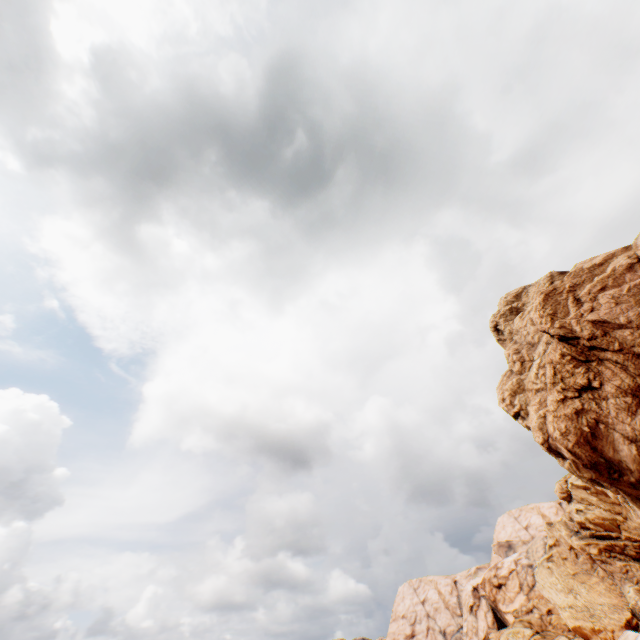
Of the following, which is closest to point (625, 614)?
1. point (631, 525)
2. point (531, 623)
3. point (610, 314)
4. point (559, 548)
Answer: point (559, 548)
